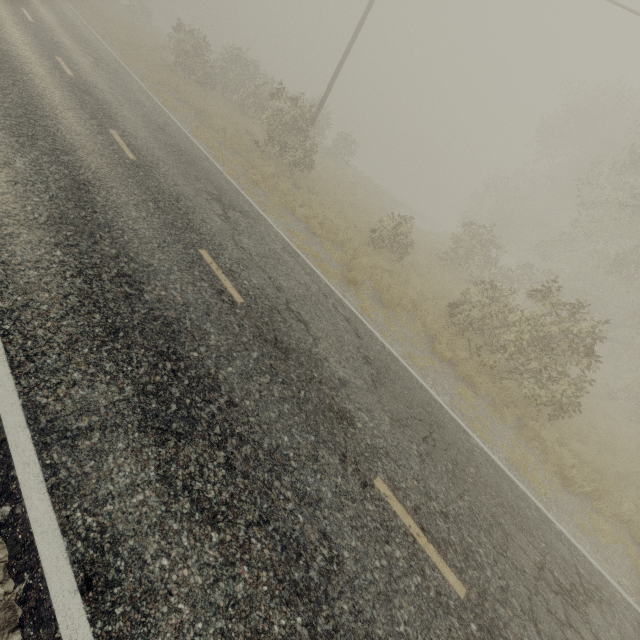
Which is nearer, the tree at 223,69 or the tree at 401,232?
the tree at 401,232

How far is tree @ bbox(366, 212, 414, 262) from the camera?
14.55m

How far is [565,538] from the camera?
6.4 meters

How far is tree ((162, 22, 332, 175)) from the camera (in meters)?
16.25

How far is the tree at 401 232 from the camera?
14.5 meters

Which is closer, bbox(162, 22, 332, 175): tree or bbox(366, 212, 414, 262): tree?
bbox(366, 212, 414, 262): tree
